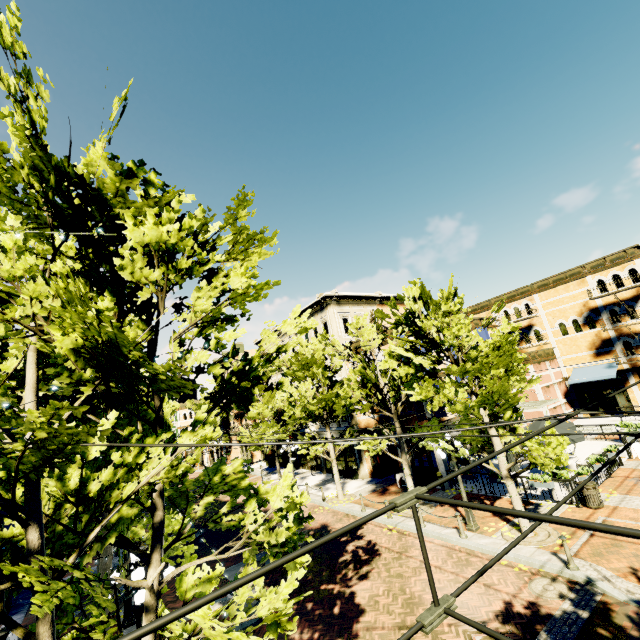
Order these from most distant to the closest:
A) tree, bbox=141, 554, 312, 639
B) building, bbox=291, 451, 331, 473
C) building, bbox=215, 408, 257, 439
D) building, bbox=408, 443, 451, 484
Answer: building, bbox=215, 408, 257, 439 < building, bbox=291, 451, 331, 473 < building, bbox=408, 443, 451, 484 < tree, bbox=141, 554, 312, 639

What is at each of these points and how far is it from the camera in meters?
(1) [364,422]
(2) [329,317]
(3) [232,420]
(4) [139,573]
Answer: (1) building, 23.6 m
(2) building, 26.2 m
(3) building, 46.6 m
(4) light, 6.8 m

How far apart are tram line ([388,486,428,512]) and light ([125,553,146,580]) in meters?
7.7 m

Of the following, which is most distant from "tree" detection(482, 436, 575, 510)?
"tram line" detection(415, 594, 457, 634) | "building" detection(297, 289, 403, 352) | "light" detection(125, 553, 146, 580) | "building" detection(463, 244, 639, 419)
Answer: "building" detection(463, 244, 639, 419)

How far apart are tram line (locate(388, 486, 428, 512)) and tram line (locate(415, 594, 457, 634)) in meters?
0.5

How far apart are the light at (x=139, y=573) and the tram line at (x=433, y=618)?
7.6 meters

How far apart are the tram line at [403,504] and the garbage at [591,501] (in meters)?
15.76

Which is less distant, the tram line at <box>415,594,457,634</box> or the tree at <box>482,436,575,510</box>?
the tram line at <box>415,594,457,634</box>
